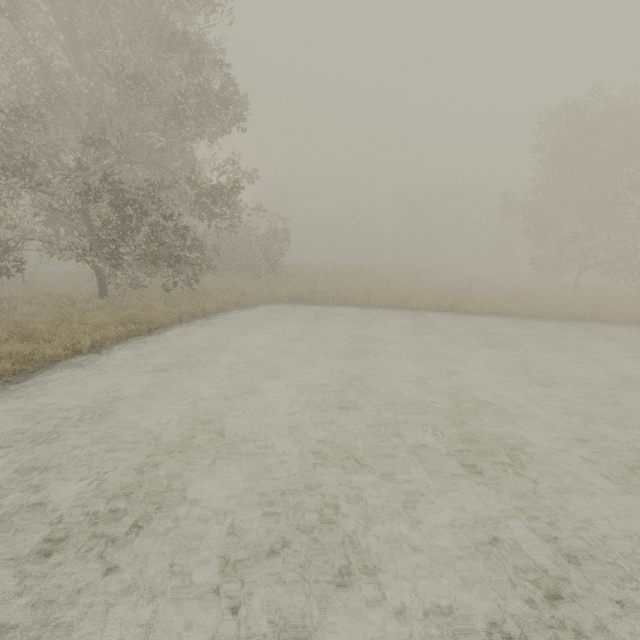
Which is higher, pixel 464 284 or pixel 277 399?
pixel 464 284
